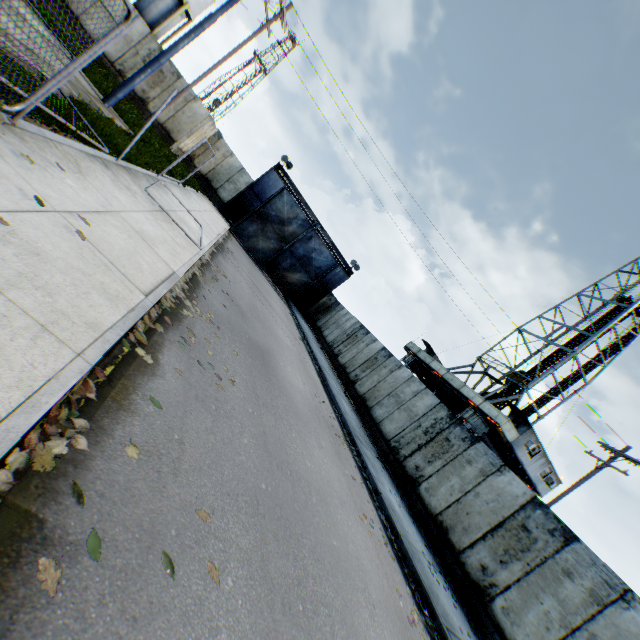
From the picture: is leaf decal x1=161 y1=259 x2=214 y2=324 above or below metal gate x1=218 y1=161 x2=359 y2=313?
below

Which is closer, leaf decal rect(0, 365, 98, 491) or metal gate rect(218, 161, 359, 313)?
leaf decal rect(0, 365, 98, 491)

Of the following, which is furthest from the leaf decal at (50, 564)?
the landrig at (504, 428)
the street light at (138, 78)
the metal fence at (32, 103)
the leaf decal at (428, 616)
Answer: the landrig at (504, 428)

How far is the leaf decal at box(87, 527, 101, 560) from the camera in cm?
192

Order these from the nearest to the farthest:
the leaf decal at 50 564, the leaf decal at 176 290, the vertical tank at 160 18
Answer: the leaf decal at 50 564 → the leaf decal at 176 290 → the vertical tank at 160 18

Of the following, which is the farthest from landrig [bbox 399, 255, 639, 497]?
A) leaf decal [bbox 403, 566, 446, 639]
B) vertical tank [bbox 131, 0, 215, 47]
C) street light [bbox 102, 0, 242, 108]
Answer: vertical tank [bbox 131, 0, 215, 47]

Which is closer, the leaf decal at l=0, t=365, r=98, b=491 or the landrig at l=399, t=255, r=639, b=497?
the leaf decal at l=0, t=365, r=98, b=491

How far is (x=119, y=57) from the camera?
18.5 meters
